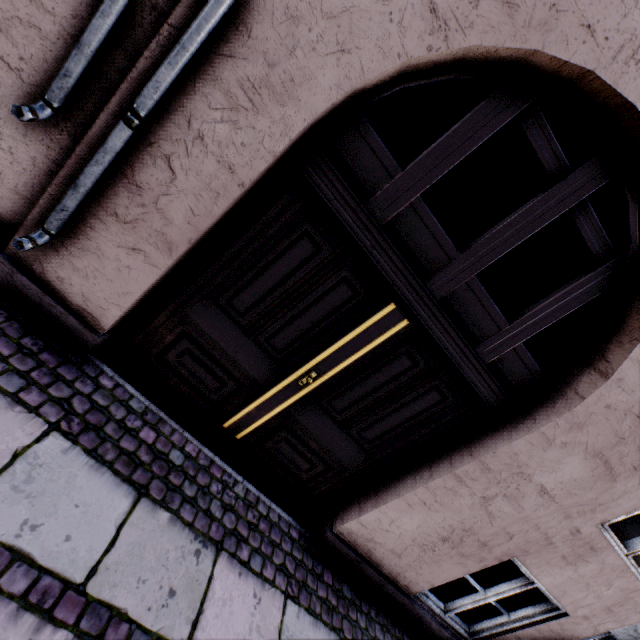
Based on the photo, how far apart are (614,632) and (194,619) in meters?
4.9
